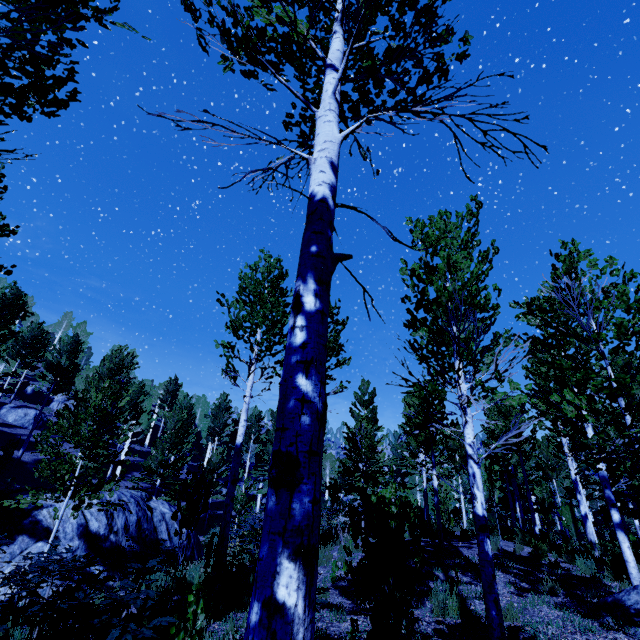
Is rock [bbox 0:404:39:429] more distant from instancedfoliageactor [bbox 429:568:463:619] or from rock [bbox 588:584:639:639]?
rock [bbox 588:584:639:639]

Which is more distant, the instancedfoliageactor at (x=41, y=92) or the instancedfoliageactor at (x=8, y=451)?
the instancedfoliageactor at (x=8, y=451)

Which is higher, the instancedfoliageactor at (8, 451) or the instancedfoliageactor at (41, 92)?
the instancedfoliageactor at (41, 92)

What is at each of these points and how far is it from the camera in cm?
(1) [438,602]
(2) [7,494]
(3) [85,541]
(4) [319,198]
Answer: (1) instancedfoliageactor, 599
(2) rock, 1026
(3) rock, 980
(4) instancedfoliageactor, 195

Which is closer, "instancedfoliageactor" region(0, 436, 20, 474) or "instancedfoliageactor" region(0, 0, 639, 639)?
"instancedfoliageactor" region(0, 0, 639, 639)

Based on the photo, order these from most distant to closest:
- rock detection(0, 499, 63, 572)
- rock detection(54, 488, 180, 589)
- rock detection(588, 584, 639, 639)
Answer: rock detection(54, 488, 180, 589) → rock detection(0, 499, 63, 572) → rock detection(588, 584, 639, 639)

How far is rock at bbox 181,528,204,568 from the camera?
10.8m
